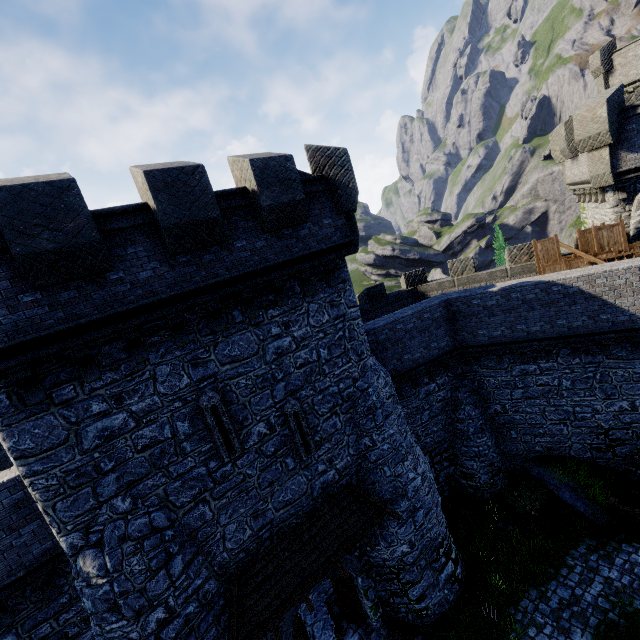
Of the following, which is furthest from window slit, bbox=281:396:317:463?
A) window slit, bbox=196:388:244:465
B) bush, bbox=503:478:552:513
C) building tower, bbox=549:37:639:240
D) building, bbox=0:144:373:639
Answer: building tower, bbox=549:37:639:240

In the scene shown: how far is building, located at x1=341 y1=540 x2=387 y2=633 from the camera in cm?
1156

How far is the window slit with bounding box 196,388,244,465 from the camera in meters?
8.5 m

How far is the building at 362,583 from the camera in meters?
11.6 m

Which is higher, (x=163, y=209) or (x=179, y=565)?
(x=163, y=209)

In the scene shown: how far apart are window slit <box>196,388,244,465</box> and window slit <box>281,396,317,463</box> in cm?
134

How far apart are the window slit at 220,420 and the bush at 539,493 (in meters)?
13.55

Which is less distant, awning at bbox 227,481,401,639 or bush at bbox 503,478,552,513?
awning at bbox 227,481,401,639
